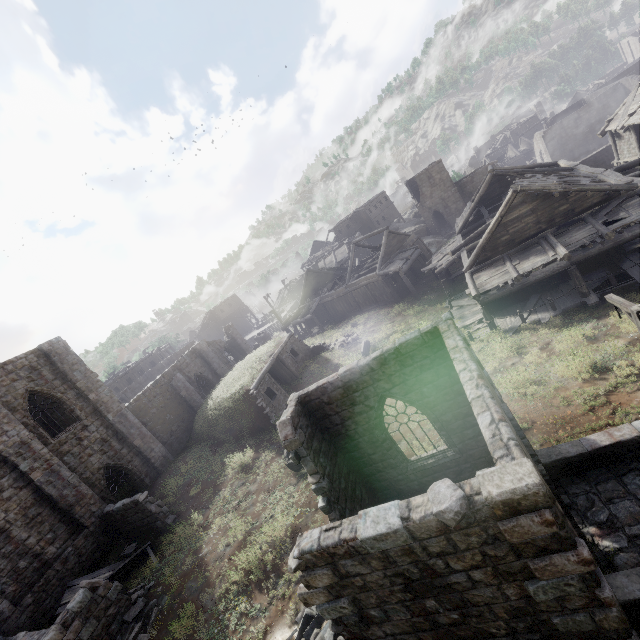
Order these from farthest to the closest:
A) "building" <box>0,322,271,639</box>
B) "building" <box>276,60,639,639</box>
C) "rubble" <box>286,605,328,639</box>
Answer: "building" <box>0,322,271,639</box>, "rubble" <box>286,605,328,639</box>, "building" <box>276,60,639,639</box>

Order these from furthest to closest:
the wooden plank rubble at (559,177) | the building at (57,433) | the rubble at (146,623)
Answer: the wooden plank rubble at (559,177)
the building at (57,433)
the rubble at (146,623)

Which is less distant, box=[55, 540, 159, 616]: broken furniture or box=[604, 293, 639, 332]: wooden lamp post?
box=[604, 293, 639, 332]: wooden lamp post

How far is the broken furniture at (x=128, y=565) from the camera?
13.7m

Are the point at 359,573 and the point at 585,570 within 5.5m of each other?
yes

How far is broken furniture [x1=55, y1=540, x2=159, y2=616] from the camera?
13.7 meters

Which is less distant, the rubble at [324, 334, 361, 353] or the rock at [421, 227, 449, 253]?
the rubble at [324, 334, 361, 353]

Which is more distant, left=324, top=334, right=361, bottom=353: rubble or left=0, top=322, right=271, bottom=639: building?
left=324, top=334, right=361, bottom=353: rubble
